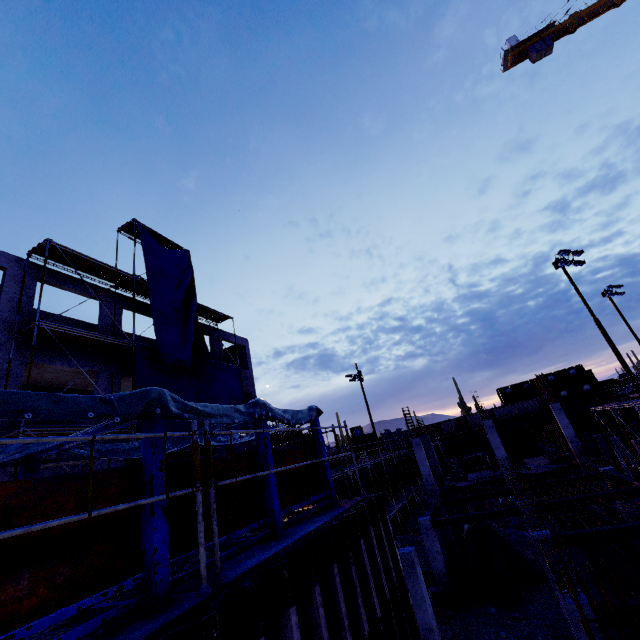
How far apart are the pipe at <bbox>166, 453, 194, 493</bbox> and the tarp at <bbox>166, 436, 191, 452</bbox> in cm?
2

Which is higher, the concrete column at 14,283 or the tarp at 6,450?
the concrete column at 14,283

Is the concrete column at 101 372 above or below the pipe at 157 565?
above

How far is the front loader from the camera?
42.34m

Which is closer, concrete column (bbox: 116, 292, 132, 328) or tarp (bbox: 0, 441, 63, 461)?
tarp (bbox: 0, 441, 63, 461)

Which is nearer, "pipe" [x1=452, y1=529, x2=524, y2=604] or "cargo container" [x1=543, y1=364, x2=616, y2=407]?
"pipe" [x1=452, y1=529, x2=524, y2=604]

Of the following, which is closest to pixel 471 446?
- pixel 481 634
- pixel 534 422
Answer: pixel 534 422
